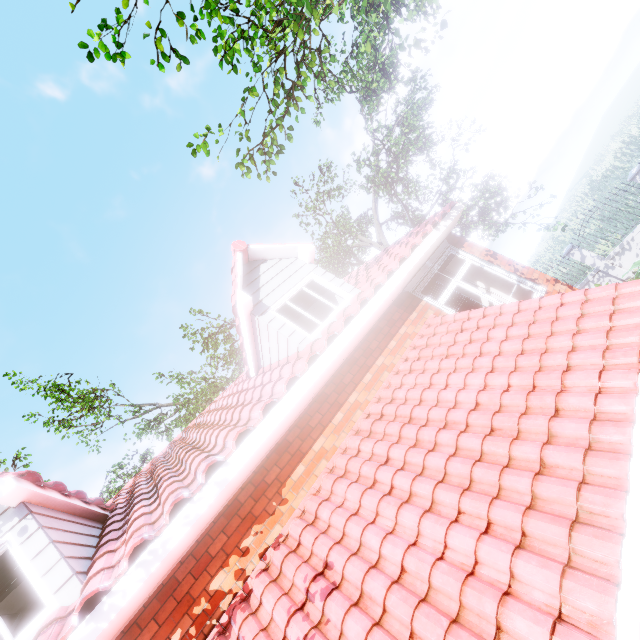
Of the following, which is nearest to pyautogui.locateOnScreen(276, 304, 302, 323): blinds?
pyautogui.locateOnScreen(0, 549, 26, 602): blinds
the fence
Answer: pyautogui.locateOnScreen(0, 549, 26, 602): blinds

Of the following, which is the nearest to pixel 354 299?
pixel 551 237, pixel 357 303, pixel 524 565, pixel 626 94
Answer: pixel 357 303

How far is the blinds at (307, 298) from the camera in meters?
6.8 m

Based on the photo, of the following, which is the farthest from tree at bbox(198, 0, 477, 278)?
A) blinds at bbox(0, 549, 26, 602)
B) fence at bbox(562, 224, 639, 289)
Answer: blinds at bbox(0, 549, 26, 602)

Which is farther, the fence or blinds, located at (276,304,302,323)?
the fence

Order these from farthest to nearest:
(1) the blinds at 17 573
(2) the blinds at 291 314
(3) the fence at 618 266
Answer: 1. (3) the fence at 618 266
2. (2) the blinds at 291 314
3. (1) the blinds at 17 573

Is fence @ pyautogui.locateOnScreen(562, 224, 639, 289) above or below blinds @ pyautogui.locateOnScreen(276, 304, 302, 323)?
below
